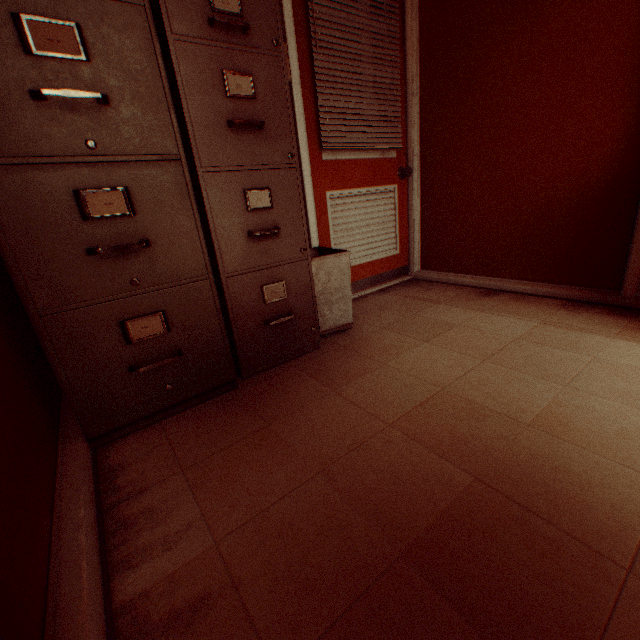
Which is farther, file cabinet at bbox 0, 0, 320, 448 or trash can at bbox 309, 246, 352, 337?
trash can at bbox 309, 246, 352, 337

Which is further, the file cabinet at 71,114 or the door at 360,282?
the door at 360,282

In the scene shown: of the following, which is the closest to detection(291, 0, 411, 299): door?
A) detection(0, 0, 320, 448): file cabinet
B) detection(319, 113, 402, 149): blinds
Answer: detection(319, 113, 402, 149): blinds

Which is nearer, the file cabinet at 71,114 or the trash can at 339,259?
the file cabinet at 71,114

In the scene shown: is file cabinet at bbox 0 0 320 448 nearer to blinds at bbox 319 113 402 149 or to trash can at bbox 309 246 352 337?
trash can at bbox 309 246 352 337

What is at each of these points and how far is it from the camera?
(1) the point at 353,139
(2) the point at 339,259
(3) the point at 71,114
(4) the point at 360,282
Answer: (1) blinds, 2.4 meters
(2) trash can, 1.9 meters
(3) file cabinet, 1.0 meters
(4) door, 2.8 meters

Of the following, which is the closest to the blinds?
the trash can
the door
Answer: the door

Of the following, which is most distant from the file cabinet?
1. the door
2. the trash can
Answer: the door
